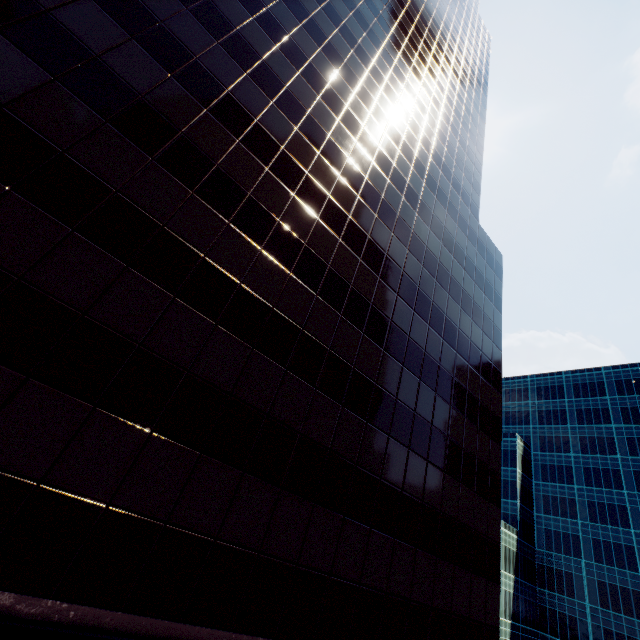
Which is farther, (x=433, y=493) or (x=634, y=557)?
(x=634, y=557)
